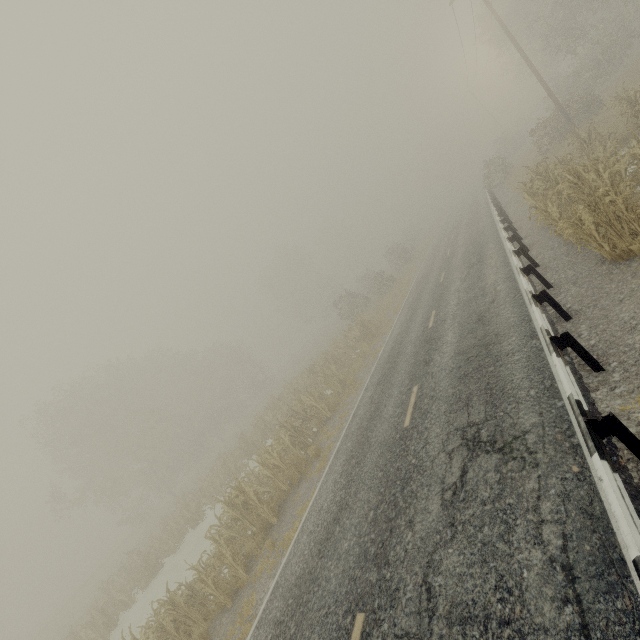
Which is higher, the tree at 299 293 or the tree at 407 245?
the tree at 299 293

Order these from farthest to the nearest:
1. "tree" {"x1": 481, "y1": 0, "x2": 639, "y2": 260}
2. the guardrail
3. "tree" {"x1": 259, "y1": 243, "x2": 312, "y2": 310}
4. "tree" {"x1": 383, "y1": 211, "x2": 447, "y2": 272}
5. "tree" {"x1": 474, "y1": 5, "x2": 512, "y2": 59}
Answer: "tree" {"x1": 259, "y1": 243, "x2": 312, "y2": 310}
"tree" {"x1": 383, "y1": 211, "x2": 447, "y2": 272}
"tree" {"x1": 474, "y1": 5, "x2": 512, "y2": 59}
"tree" {"x1": 481, "y1": 0, "x2": 639, "y2": 260}
the guardrail

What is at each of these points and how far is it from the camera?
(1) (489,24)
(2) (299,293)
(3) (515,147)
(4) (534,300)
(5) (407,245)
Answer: (1) tree, 35.6 meters
(2) tree, 59.0 meters
(3) tree, 41.9 meters
(4) guardrail, 6.9 meters
(5) tree, 52.6 meters

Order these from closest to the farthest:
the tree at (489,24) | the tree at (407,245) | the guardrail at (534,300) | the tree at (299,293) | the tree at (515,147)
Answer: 1. the guardrail at (534,300)
2. the tree at (515,147)
3. the tree at (489,24)
4. the tree at (407,245)
5. the tree at (299,293)

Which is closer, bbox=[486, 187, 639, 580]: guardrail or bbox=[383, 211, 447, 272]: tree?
bbox=[486, 187, 639, 580]: guardrail

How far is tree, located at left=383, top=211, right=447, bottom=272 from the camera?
38.78m
